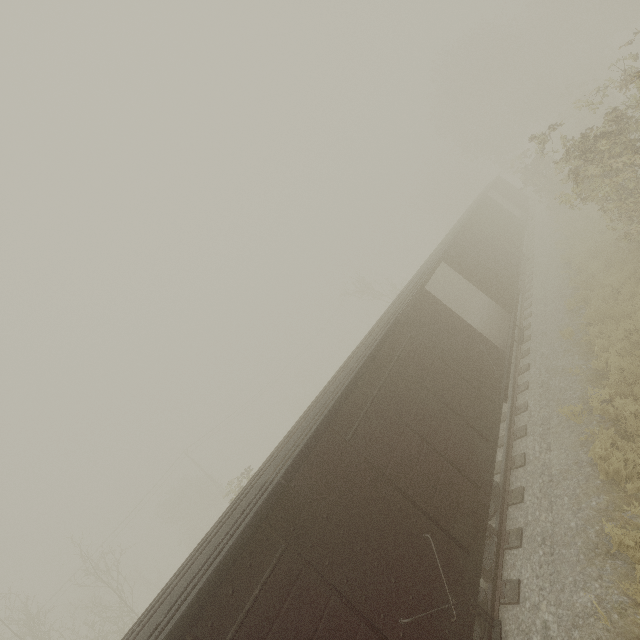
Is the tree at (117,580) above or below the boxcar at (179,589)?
above

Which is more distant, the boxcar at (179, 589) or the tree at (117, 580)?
the tree at (117, 580)

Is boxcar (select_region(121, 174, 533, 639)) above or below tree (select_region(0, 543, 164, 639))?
below

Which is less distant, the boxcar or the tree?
the boxcar

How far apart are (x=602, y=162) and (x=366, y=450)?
10.5 meters
